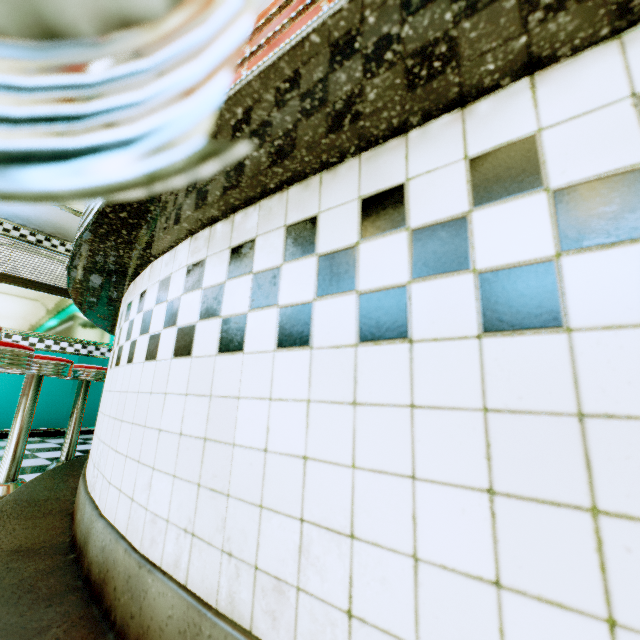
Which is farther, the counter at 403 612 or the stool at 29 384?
the stool at 29 384

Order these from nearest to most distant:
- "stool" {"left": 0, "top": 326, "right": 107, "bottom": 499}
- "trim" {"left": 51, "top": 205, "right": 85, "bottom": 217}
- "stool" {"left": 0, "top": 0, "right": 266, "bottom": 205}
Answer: "stool" {"left": 0, "top": 0, "right": 266, "bottom": 205} < "stool" {"left": 0, "top": 326, "right": 107, "bottom": 499} < "trim" {"left": 51, "top": 205, "right": 85, "bottom": 217}

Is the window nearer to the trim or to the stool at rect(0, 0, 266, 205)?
the trim

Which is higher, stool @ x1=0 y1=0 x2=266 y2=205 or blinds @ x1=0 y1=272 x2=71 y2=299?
blinds @ x1=0 y1=272 x2=71 y2=299

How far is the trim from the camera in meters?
3.7 m

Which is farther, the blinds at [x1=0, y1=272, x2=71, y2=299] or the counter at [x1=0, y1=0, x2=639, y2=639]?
the blinds at [x1=0, y1=272, x2=71, y2=299]

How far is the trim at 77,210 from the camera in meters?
3.7

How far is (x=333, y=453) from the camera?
0.5 meters
